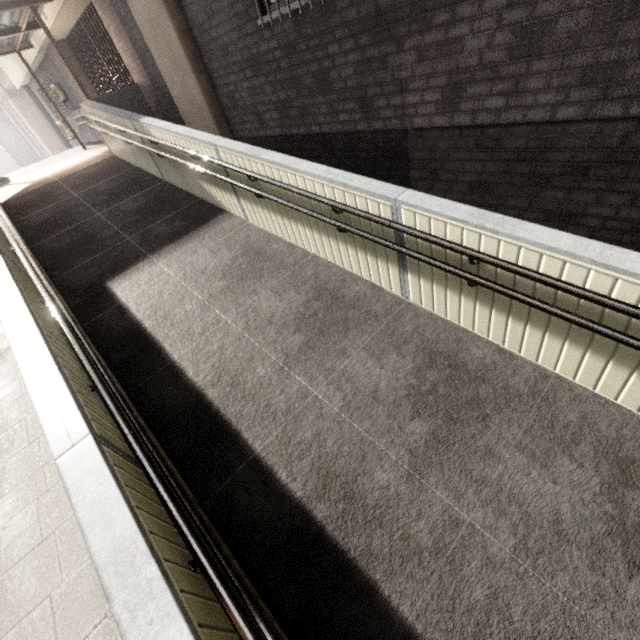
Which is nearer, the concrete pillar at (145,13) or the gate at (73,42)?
the concrete pillar at (145,13)

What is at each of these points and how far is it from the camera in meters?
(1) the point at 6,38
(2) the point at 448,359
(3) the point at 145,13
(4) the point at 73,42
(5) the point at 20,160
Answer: (1) exterior awning, 9.3
(2) ramp, 3.1
(3) concrete pillar, 5.7
(4) gate, 10.7
(5) concrete pillar, 38.6

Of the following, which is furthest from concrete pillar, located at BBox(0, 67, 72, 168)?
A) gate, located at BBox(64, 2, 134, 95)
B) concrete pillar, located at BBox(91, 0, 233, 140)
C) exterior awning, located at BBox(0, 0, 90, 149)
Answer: concrete pillar, located at BBox(91, 0, 233, 140)

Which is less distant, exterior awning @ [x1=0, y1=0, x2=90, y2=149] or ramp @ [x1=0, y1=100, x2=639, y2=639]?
ramp @ [x1=0, y1=100, x2=639, y2=639]

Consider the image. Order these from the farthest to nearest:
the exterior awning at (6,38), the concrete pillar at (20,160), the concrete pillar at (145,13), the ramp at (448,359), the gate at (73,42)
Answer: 1. the concrete pillar at (20,160)
2. the gate at (73,42)
3. the exterior awning at (6,38)
4. the concrete pillar at (145,13)
5. the ramp at (448,359)

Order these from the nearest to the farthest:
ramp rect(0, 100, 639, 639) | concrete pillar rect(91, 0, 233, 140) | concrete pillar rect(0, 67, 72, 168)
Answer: ramp rect(0, 100, 639, 639)
concrete pillar rect(91, 0, 233, 140)
concrete pillar rect(0, 67, 72, 168)

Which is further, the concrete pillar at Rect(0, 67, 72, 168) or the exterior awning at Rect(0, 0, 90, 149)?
the concrete pillar at Rect(0, 67, 72, 168)

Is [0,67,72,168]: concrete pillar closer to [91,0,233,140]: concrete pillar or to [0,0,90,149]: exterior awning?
[0,0,90,149]: exterior awning
